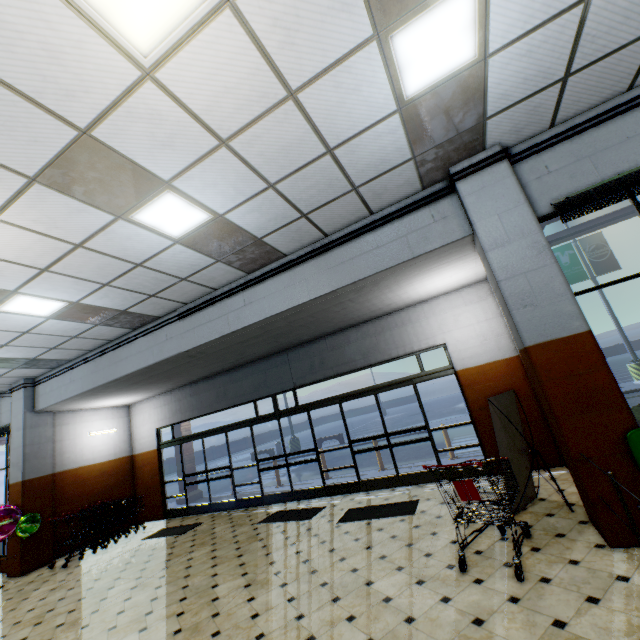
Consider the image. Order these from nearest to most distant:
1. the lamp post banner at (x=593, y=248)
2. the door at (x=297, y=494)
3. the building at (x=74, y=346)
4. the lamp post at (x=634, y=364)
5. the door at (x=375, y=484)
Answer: the building at (x=74, y=346) < the door at (x=375, y=484) < the door at (x=297, y=494) < the lamp post at (x=634, y=364) < the lamp post banner at (x=593, y=248)

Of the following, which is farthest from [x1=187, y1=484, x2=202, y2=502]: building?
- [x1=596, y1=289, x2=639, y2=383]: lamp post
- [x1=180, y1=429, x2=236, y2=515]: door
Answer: [x1=596, y1=289, x2=639, y2=383]: lamp post

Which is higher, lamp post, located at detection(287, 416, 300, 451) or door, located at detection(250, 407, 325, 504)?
lamp post, located at detection(287, 416, 300, 451)

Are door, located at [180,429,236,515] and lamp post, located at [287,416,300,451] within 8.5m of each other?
no

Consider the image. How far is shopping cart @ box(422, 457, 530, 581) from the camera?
3.5m

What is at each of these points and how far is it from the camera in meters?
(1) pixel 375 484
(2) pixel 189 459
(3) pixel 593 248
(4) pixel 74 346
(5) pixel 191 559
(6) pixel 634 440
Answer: (1) door, 7.8 m
(2) building, 13.0 m
(3) lamp post banner, 15.6 m
(4) building, 7.9 m
(5) building, 6.2 m
(6) chair, 3.3 m

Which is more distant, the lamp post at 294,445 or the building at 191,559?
the lamp post at 294,445

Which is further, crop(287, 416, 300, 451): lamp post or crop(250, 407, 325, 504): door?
crop(287, 416, 300, 451): lamp post
